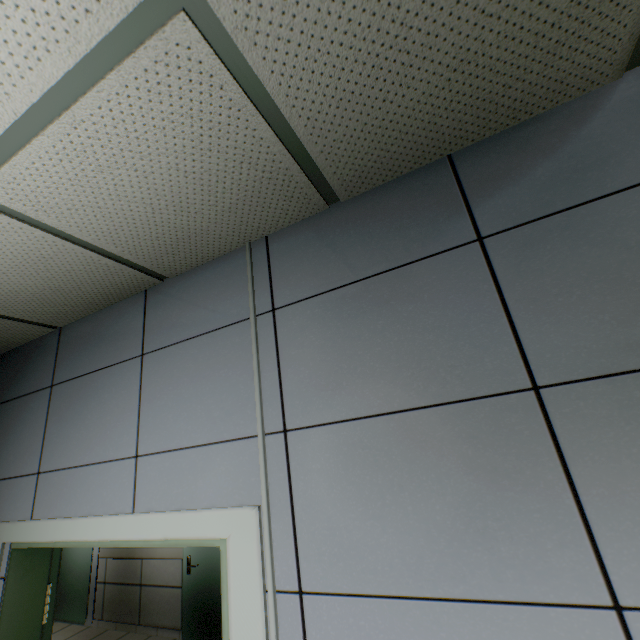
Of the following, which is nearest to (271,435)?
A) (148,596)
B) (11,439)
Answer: (11,439)
